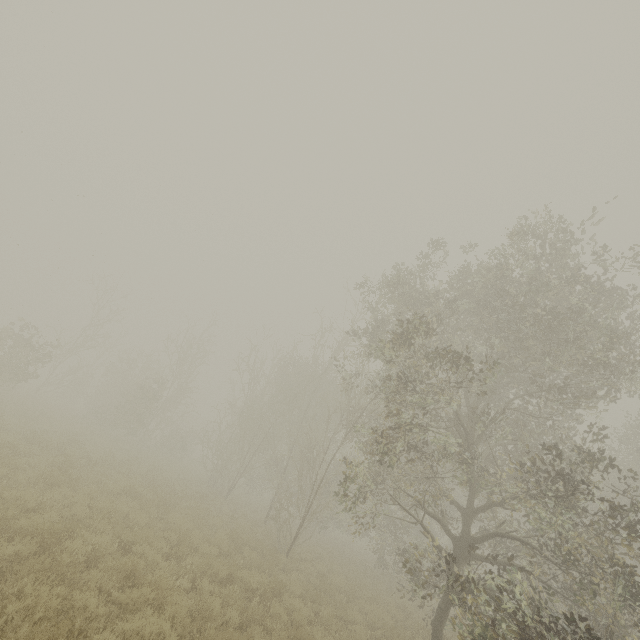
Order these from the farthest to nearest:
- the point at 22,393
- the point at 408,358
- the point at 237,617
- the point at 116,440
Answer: the point at 22,393
the point at 116,440
the point at 408,358
the point at 237,617
